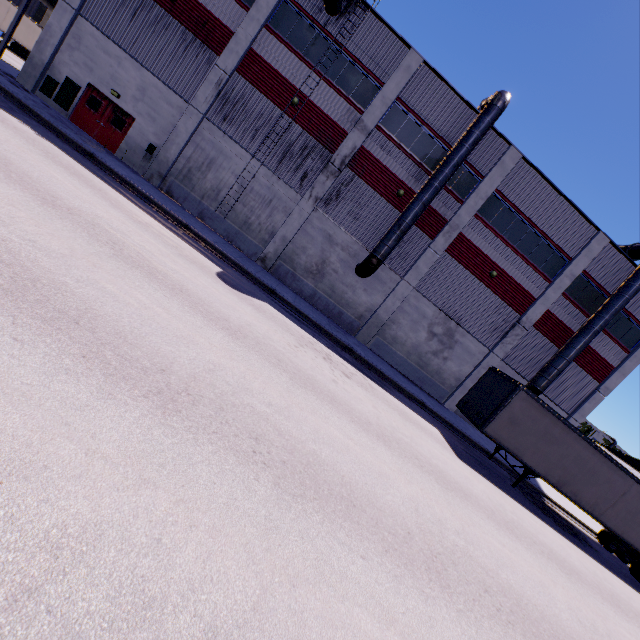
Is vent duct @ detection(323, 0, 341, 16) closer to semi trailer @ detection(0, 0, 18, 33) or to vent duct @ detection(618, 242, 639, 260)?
semi trailer @ detection(0, 0, 18, 33)

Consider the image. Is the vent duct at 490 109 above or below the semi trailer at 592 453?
above

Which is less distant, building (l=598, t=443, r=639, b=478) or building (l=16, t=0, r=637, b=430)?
building (l=16, t=0, r=637, b=430)

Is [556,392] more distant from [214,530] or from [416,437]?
[214,530]

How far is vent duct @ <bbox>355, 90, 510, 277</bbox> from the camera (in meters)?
17.20

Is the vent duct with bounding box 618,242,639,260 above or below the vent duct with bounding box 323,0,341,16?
above

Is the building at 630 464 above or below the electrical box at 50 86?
above

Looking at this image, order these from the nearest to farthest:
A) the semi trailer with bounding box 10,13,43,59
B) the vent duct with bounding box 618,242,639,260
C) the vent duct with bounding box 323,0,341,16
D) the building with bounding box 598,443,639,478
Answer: the vent duct with bounding box 323,0,341,16 < the vent duct with bounding box 618,242,639,260 < the semi trailer with bounding box 10,13,43,59 < the building with bounding box 598,443,639,478
